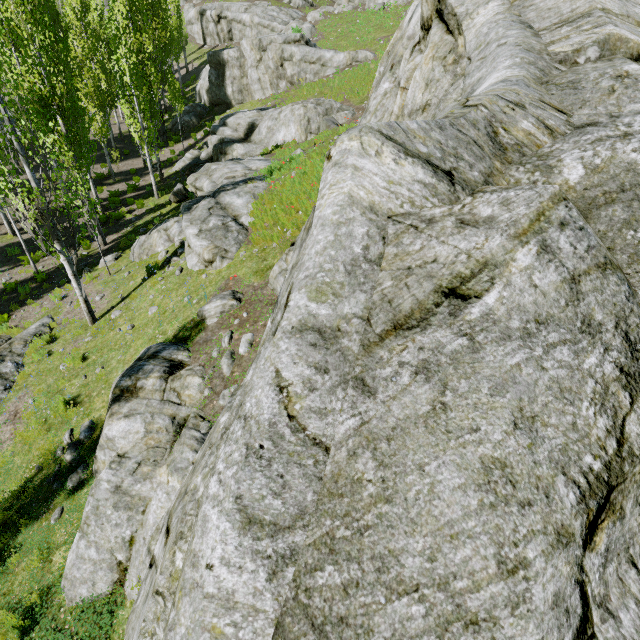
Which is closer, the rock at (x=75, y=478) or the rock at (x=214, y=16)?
the rock at (x=75, y=478)

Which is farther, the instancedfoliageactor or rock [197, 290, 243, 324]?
the instancedfoliageactor

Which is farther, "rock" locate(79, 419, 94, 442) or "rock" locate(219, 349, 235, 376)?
"rock" locate(79, 419, 94, 442)

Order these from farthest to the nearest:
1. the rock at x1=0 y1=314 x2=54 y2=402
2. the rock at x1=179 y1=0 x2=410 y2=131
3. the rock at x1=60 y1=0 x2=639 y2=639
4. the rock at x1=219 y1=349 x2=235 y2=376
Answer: the rock at x1=179 y1=0 x2=410 y2=131
the rock at x1=0 y1=314 x2=54 y2=402
the rock at x1=219 y1=349 x2=235 y2=376
the rock at x1=60 y1=0 x2=639 y2=639

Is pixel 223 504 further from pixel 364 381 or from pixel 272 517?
pixel 364 381

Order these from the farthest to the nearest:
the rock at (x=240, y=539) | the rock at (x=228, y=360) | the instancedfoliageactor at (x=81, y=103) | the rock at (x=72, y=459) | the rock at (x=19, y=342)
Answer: the rock at (x=19, y=342), the instancedfoliageactor at (x=81, y=103), the rock at (x=72, y=459), the rock at (x=228, y=360), the rock at (x=240, y=539)

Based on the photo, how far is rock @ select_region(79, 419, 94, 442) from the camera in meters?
7.8 m
